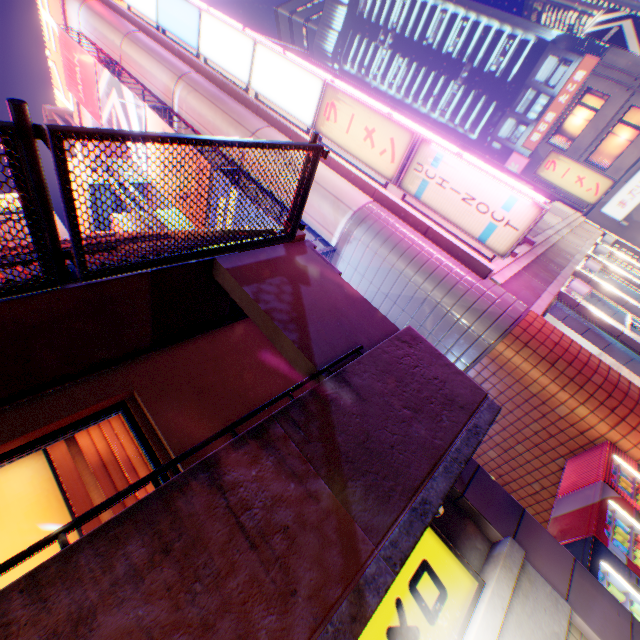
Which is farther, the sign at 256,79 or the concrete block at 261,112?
the concrete block at 261,112

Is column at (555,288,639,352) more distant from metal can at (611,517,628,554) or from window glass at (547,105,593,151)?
window glass at (547,105,593,151)

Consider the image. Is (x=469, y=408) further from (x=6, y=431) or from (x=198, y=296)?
(x=6, y=431)

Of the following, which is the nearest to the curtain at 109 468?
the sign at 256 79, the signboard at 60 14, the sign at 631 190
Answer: the sign at 256 79

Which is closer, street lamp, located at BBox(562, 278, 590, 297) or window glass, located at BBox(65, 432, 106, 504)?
window glass, located at BBox(65, 432, 106, 504)

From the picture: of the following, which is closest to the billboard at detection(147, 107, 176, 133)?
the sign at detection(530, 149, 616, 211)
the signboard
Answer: the signboard

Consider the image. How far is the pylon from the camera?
3.1 meters

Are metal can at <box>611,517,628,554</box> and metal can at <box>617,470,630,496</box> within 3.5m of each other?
yes
